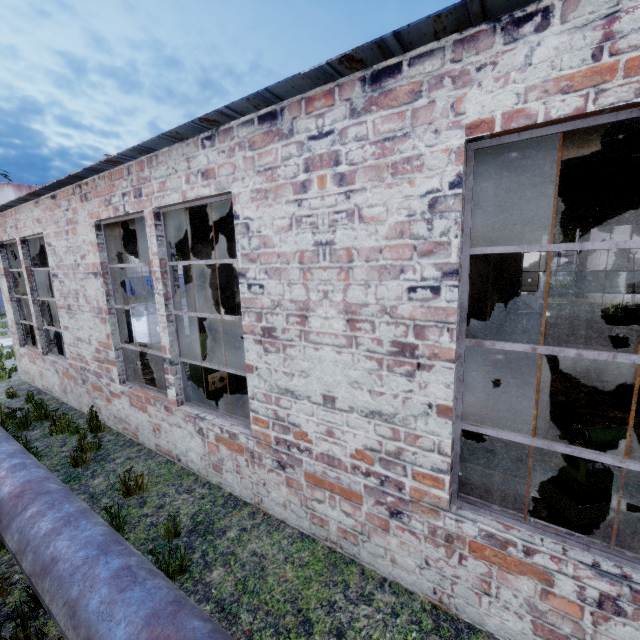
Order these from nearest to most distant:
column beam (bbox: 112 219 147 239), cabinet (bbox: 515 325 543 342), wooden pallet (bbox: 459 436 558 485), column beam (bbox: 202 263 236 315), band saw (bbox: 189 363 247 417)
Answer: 1. wooden pallet (bbox: 459 436 558 485)
2. band saw (bbox: 189 363 247 417)
3. column beam (bbox: 112 219 147 239)
4. column beam (bbox: 202 263 236 315)
5. cabinet (bbox: 515 325 543 342)

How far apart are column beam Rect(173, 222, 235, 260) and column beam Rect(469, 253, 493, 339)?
5.3 meters

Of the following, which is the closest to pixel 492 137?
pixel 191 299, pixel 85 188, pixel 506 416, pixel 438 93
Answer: pixel 438 93

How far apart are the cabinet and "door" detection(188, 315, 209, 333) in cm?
1327

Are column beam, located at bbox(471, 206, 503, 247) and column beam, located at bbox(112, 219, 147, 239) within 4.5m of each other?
no

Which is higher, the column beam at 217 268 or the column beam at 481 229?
the column beam at 481 229

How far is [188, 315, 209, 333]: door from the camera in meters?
15.6 m

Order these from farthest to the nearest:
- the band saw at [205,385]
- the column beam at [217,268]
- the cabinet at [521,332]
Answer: the cabinet at [521,332] → the column beam at [217,268] → the band saw at [205,385]
